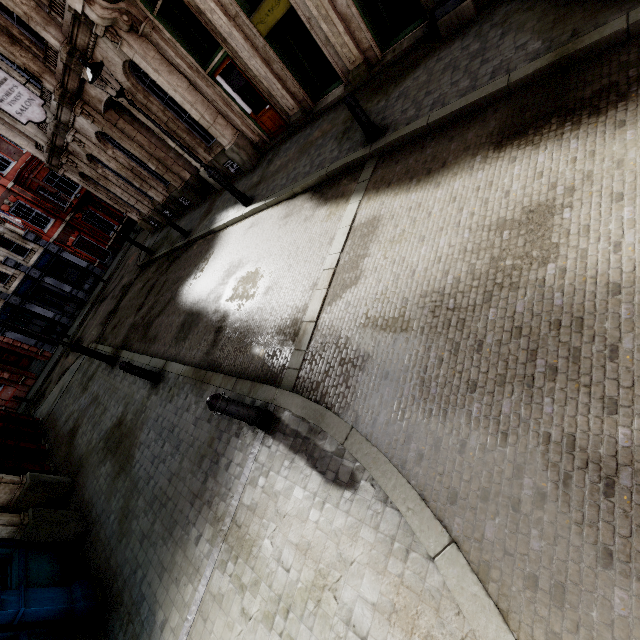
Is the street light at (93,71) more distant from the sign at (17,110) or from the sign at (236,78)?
the sign at (17,110)

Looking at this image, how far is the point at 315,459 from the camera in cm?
388

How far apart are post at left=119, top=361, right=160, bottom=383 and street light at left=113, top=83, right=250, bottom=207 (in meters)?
5.61

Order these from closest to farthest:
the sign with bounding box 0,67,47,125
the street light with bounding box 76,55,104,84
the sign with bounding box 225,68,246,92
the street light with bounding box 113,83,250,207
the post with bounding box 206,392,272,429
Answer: the post with bounding box 206,392,272,429, the street light with bounding box 76,55,104,84, the street light with bounding box 113,83,250,207, the sign with bounding box 225,68,246,92, the sign with bounding box 0,67,47,125

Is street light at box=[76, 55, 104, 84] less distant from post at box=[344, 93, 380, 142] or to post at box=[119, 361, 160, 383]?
post at box=[344, 93, 380, 142]

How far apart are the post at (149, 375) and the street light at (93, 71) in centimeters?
561cm

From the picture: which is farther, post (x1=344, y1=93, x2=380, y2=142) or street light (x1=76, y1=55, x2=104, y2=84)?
street light (x1=76, y1=55, x2=104, y2=84)
